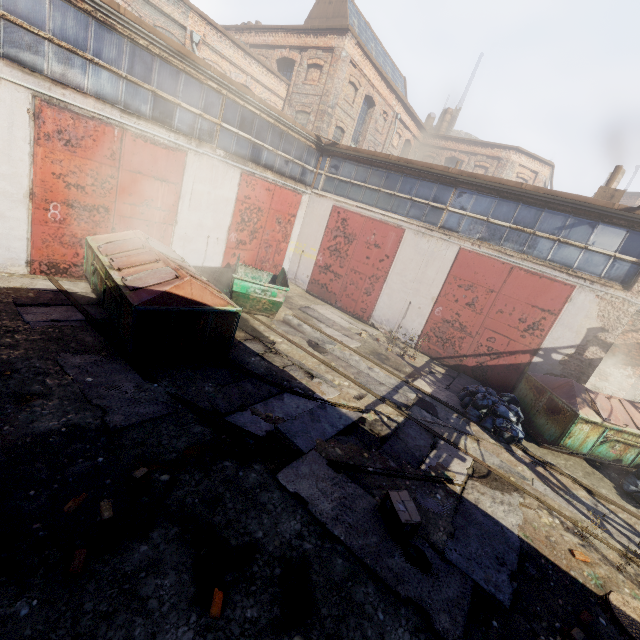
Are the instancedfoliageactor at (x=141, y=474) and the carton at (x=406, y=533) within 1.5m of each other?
no

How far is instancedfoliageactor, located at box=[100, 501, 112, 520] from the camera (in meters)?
3.73

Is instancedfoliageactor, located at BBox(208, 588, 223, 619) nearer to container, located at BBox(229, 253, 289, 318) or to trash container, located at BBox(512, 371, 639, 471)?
container, located at BBox(229, 253, 289, 318)

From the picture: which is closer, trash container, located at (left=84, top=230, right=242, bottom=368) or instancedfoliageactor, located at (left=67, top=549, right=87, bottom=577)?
instancedfoliageactor, located at (left=67, top=549, right=87, bottom=577)

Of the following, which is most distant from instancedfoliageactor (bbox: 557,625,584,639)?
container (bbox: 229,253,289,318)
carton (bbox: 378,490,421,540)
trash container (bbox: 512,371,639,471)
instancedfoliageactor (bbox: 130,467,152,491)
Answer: container (bbox: 229,253,289,318)

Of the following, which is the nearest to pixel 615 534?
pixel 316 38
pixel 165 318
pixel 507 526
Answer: pixel 507 526

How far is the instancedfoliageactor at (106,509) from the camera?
3.7 meters

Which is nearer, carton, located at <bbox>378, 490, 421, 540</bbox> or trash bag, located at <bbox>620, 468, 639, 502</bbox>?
A: carton, located at <bbox>378, 490, 421, 540</bbox>
